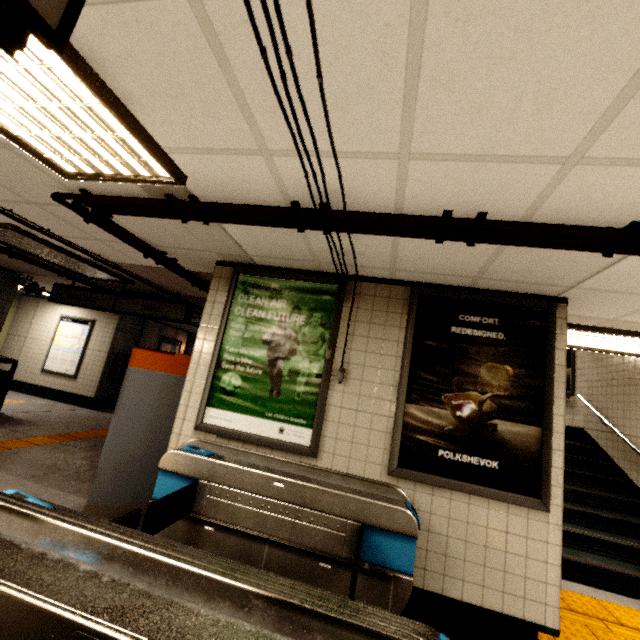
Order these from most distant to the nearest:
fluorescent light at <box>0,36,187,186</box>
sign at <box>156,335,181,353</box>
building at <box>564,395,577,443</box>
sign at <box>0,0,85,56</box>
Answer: sign at <box>156,335,181,353</box> < building at <box>564,395,577,443</box> < fluorescent light at <box>0,36,187,186</box> < sign at <box>0,0,85,56</box>

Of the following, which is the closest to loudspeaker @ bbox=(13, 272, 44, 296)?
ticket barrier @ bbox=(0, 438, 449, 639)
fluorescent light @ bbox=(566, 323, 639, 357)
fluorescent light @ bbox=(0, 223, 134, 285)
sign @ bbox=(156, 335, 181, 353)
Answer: fluorescent light @ bbox=(0, 223, 134, 285)

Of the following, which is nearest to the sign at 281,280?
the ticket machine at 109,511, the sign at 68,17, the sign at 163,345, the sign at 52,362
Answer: the ticket machine at 109,511

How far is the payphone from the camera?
9.4 meters

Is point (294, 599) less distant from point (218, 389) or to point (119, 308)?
point (218, 389)

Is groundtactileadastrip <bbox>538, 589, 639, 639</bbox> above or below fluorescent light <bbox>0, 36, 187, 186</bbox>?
below

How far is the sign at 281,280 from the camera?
3.1m

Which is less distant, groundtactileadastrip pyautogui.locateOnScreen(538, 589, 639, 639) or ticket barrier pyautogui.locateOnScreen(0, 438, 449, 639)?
ticket barrier pyautogui.locateOnScreen(0, 438, 449, 639)
